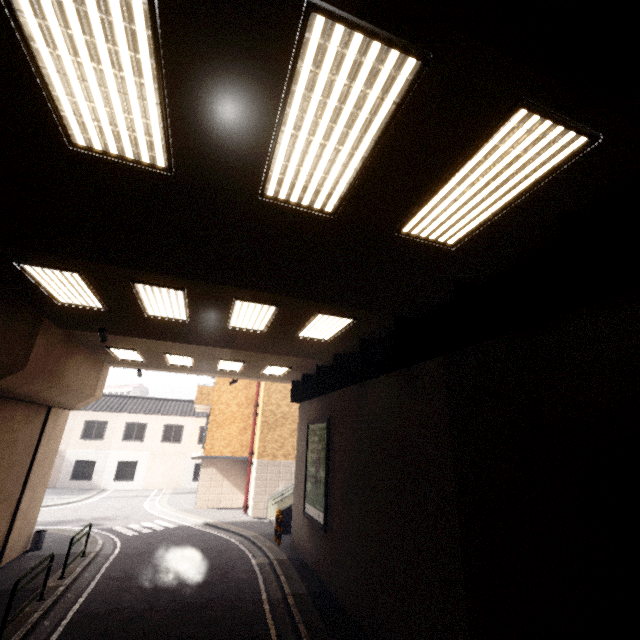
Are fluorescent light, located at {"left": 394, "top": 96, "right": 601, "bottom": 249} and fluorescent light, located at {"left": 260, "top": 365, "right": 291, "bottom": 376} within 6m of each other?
no

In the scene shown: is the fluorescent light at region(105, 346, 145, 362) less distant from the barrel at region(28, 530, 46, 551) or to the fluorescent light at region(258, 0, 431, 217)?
the barrel at region(28, 530, 46, 551)

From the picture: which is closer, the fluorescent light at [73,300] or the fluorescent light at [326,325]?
the fluorescent light at [73,300]

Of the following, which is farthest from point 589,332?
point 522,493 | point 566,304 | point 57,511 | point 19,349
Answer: point 57,511

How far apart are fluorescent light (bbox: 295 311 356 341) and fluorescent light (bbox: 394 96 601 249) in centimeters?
327cm

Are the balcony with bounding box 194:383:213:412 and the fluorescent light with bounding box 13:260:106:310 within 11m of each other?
no

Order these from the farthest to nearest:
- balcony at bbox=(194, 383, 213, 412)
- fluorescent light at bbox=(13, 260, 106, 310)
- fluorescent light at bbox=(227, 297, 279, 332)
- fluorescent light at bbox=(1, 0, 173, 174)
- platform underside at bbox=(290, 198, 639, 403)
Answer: balcony at bbox=(194, 383, 213, 412)
fluorescent light at bbox=(227, 297, 279, 332)
fluorescent light at bbox=(13, 260, 106, 310)
platform underside at bbox=(290, 198, 639, 403)
fluorescent light at bbox=(1, 0, 173, 174)

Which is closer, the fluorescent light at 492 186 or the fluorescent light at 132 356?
the fluorescent light at 492 186
